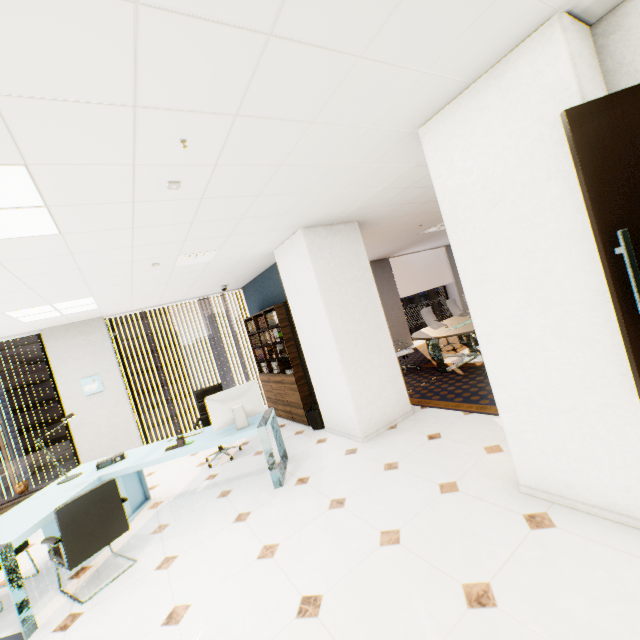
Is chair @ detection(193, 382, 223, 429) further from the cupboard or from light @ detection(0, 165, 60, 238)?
light @ detection(0, 165, 60, 238)

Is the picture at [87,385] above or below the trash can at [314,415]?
above

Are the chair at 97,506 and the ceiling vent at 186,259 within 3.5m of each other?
yes

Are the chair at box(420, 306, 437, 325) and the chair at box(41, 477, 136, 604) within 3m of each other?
no

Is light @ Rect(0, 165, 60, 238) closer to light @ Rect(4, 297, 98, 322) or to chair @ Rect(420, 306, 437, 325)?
light @ Rect(4, 297, 98, 322)

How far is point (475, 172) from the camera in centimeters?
225cm

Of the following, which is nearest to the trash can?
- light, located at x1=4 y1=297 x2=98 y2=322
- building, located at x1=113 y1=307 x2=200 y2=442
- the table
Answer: the table

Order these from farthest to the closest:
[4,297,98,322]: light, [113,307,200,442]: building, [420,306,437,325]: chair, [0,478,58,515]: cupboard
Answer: [113,307,200,442]: building
[420,306,437,325]: chair
[0,478,58,515]: cupboard
[4,297,98,322]: light
